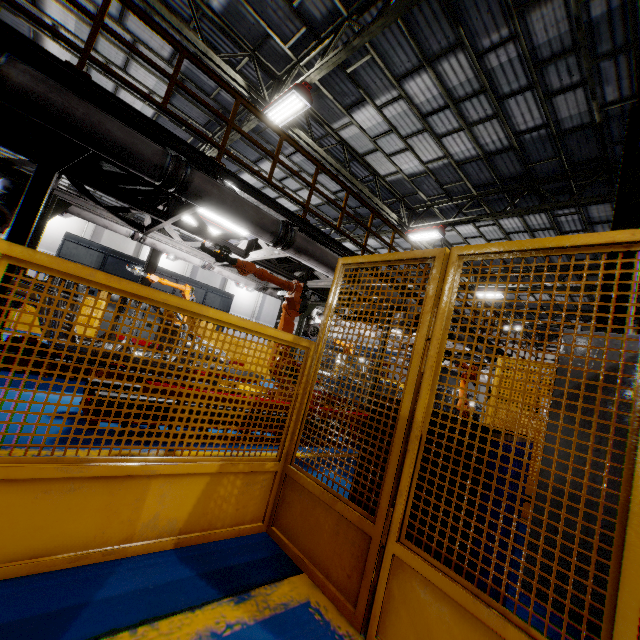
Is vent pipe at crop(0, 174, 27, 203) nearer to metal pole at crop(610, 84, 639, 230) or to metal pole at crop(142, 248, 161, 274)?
metal pole at crop(142, 248, 161, 274)

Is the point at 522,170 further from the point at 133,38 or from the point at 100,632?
the point at 100,632

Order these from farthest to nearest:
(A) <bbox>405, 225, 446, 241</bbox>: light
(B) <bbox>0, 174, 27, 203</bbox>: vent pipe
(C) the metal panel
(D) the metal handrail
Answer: (A) <bbox>405, 225, 446, 241</bbox>: light < (B) <bbox>0, 174, 27, 203</bbox>: vent pipe < (D) the metal handrail < (C) the metal panel

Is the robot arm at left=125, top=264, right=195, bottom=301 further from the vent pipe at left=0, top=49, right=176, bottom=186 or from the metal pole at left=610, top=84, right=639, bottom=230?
the metal pole at left=610, top=84, right=639, bottom=230

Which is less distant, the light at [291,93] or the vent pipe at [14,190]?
the vent pipe at [14,190]

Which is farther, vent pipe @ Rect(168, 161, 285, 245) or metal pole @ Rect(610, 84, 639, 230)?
metal pole @ Rect(610, 84, 639, 230)

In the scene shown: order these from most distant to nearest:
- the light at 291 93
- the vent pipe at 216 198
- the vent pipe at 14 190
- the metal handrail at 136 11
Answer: the light at 291 93, the vent pipe at 14 190, the vent pipe at 216 198, the metal handrail at 136 11

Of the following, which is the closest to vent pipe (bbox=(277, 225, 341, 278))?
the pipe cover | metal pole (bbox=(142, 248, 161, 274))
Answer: the pipe cover
